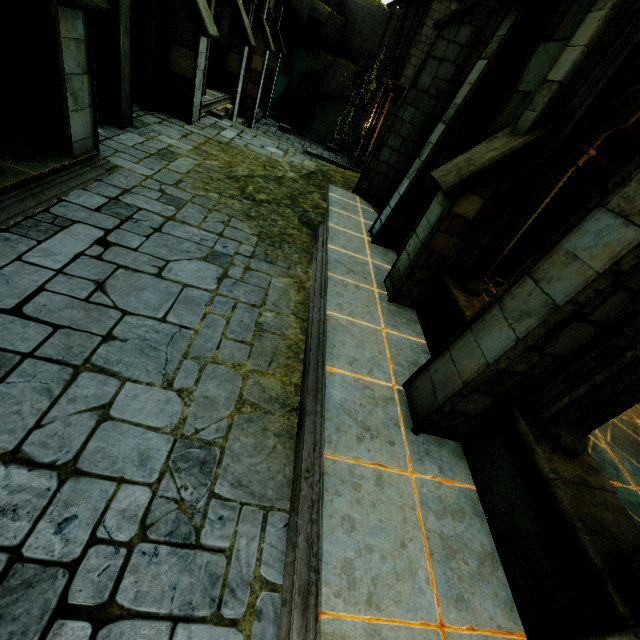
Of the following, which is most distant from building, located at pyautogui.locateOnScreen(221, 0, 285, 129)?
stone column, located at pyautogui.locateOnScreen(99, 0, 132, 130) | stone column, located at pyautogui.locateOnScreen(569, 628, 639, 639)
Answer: stone column, located at pyautogui.locateOnScreen(569, 628, 639, 639)

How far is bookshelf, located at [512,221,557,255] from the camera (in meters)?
6.38

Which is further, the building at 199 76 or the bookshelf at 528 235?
the building at 199 76

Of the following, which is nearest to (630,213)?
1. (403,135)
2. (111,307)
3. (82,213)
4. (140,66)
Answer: (111,307)

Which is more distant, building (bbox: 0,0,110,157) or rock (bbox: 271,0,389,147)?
rock (bbox: 271,0,389,147)

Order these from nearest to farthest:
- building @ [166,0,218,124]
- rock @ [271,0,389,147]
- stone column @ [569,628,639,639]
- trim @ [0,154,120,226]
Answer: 1. stone column @ [569,628,639,639]
2. trim @ [0,154,120,226]
3. building @ [166,0,218,124]
4. rock @ [271,0,389,147]

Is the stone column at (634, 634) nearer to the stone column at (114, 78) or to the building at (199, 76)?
the building at (199, 76)

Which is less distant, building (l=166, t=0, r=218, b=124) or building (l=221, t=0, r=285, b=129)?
building (l=166, t=0, r=218, b=124)
